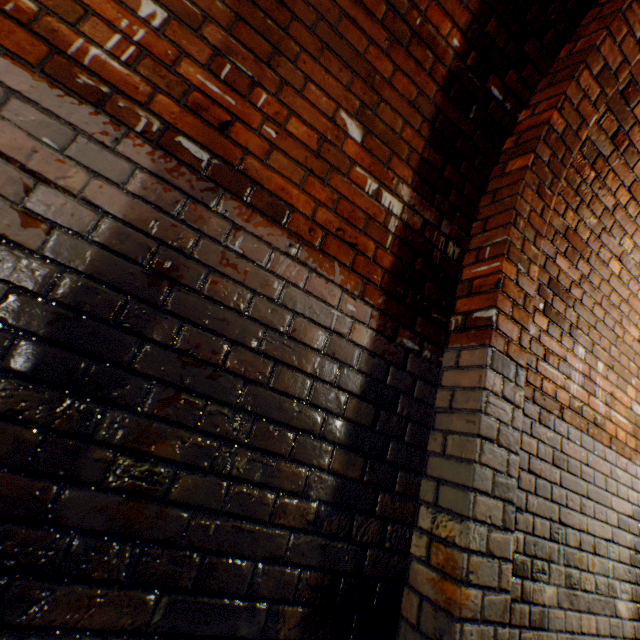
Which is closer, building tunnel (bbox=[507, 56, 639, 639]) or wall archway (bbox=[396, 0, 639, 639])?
wall archway (bbox=[396, 0, 639, 639])

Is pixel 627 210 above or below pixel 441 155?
above

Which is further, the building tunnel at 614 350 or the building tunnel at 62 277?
the building tunnel at 614 350

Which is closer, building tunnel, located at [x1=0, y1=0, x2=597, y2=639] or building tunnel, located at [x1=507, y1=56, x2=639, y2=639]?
building tunnel, located at [x1=0, y1=0, x2=597, y2=639]

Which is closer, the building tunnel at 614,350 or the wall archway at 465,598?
the wall archway at 465,598
